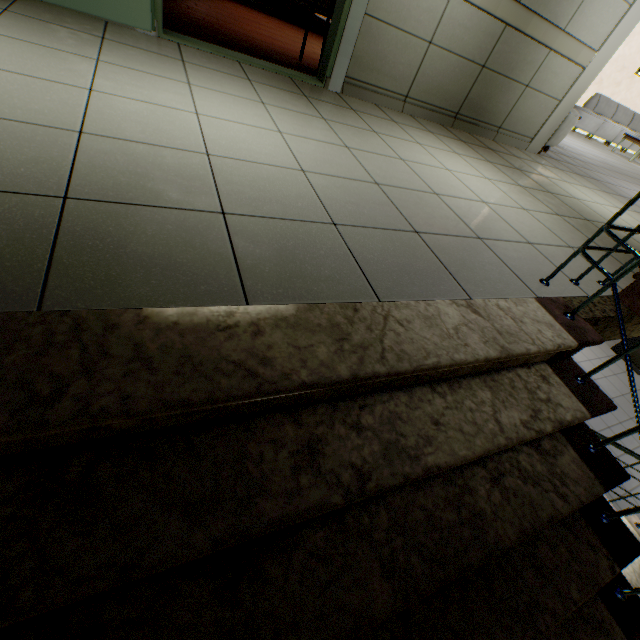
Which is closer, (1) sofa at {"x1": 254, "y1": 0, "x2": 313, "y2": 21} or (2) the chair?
(2) the chair

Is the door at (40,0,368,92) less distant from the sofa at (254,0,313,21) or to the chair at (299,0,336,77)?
the chair at (299,0,336,77)

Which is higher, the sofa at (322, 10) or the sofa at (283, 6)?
the sofa at (322, 10)

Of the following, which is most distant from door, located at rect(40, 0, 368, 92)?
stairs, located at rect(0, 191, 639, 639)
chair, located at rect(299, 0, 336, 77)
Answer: stairs, located at rect(0, 191, 639, 639)

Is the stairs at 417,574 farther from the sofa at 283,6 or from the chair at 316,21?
the sofa at 283,6

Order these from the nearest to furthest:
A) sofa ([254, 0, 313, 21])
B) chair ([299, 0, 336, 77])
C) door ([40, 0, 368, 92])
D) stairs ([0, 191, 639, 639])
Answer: stairs ([0, 191, 639, 639]) → door ([40, 0, 368, 92]) → chair ([299, 0, 336, 77]) → sofa ([254, 0, 313, 21])

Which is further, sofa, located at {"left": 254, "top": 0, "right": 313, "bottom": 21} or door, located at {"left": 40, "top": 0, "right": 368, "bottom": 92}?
sofa, located at {"left": 254, "top": 0, "right": 313, "bottom": 21}

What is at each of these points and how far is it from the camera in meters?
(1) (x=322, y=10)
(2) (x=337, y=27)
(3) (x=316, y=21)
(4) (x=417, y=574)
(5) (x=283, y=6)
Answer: (1) sofa, 5.8
(2) door, 3.0
(3) chair, 3.5
(4) stairs, 1.0
(5) sofa, 5.6
